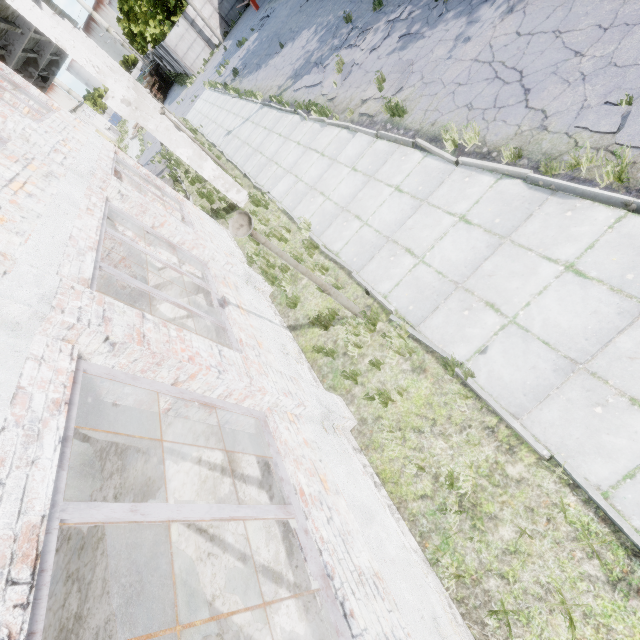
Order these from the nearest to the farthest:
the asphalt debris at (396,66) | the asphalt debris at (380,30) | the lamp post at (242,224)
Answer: Result: the lamp post at (242,224), the asphalt debris at (396,66), the asphalt debris at (380,30)

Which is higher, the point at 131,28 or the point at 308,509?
the point at 131,28

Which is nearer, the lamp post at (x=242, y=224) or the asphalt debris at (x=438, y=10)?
the lamp post at (x=242, y=224)

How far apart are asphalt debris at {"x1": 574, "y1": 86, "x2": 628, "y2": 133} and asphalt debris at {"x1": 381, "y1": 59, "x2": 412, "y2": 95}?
5.1m

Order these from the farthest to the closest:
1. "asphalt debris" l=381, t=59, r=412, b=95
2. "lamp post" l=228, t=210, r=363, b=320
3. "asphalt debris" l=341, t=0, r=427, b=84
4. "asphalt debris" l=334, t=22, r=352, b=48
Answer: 1. "asphalt debris" l=334, t=22, r=352, b=48
2. "asphalt debris" l=341, t=0, r=427, b=84
3. "asphalt debris" l=381, t=59, r=412, b=95
4. "lamp post" l=228, t=210, r=363, b=320

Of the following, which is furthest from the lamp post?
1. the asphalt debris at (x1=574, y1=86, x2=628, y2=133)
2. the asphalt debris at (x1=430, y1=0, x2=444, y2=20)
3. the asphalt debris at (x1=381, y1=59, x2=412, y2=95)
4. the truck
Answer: the truck

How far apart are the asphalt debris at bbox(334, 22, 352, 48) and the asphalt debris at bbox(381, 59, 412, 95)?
4.3 meters

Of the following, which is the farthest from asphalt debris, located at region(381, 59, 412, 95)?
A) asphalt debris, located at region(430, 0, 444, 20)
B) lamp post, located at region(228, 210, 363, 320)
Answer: lamp post, located at region(228, 210, 363, 320)
